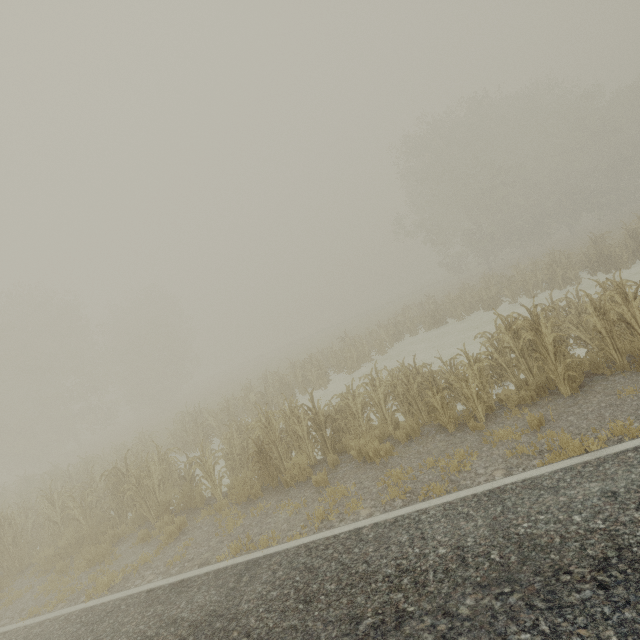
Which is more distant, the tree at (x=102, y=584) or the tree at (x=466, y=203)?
the tree at (x=466, y=203)

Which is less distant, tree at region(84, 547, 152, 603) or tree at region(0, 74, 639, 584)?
tree at region(84, 547, 152, 603)

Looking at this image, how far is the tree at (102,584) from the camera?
6.63m

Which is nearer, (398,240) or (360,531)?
(360,531)

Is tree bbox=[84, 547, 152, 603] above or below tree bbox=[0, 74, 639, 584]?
below

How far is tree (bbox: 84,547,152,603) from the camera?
6.6 meters
